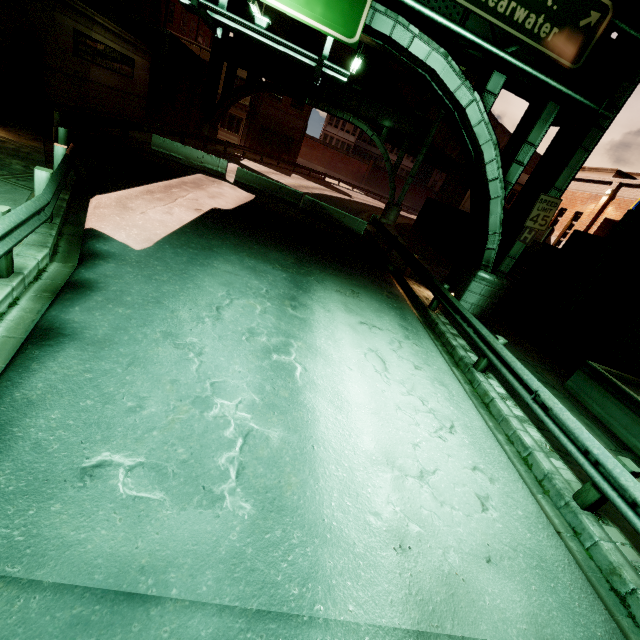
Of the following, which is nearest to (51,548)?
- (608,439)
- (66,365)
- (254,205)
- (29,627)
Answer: (29,627)

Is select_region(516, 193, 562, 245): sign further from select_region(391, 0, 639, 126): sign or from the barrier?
the barrier

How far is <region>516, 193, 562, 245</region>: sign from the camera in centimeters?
1065cm

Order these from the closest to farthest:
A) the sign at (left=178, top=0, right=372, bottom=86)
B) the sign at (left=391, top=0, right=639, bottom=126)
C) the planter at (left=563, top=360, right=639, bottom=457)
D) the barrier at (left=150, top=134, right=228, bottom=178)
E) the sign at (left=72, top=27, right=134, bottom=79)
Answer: the sign at (left=178, top=0, right=372, bottom=86)
the planter at (left=563, top=360, right=639, bottom=457)
the sign at (left=391, top=0, right=639, bottom=126)
the sign at (left=72, top=27, right=134, bottom=79)
the barrier at (left=150, top=134, right=228, bottom=178)

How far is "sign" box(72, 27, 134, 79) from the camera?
16.0m

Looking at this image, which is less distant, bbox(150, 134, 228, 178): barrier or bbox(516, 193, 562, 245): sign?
bbox(516, 193, 562, 245): sign

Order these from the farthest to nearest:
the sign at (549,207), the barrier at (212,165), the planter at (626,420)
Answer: the barrier at (212,165)
the sign at (549,207)
the planter at (626,420)

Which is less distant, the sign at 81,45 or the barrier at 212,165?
the sign at 81,45
